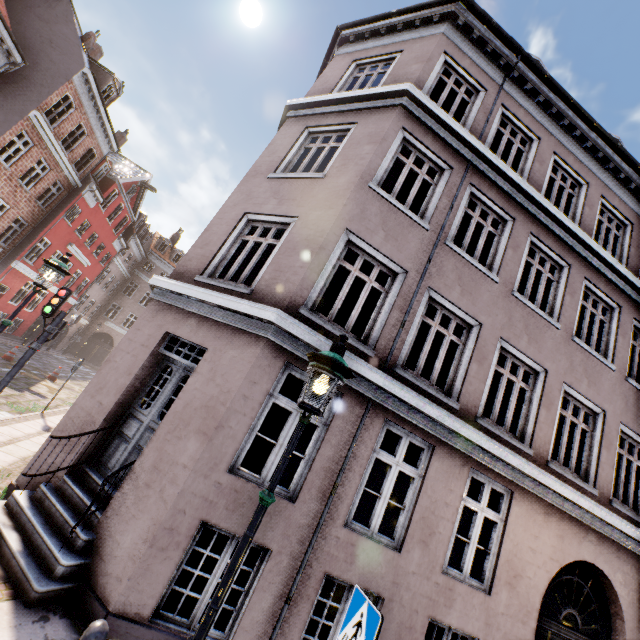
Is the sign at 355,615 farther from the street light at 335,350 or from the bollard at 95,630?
the bollard at 95,630

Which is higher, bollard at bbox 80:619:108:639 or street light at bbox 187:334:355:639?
street light at bbox 187:334:355:639

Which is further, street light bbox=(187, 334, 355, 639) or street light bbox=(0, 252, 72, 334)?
street light bbox=(0, 252, 72, 334)

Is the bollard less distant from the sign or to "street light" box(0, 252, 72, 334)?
"street light" box(0, 252, 72, 334)

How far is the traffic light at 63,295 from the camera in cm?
736

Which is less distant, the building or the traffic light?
the building

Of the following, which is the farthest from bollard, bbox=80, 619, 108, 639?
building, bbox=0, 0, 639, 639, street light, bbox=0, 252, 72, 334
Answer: building, bbox=0, 0, 639, 639

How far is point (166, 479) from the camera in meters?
4.4 m
